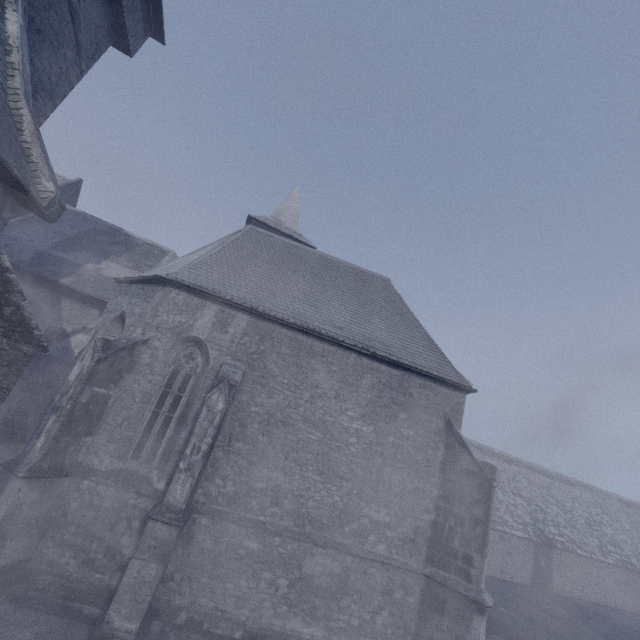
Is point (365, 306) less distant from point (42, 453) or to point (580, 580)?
point (42, 453)
